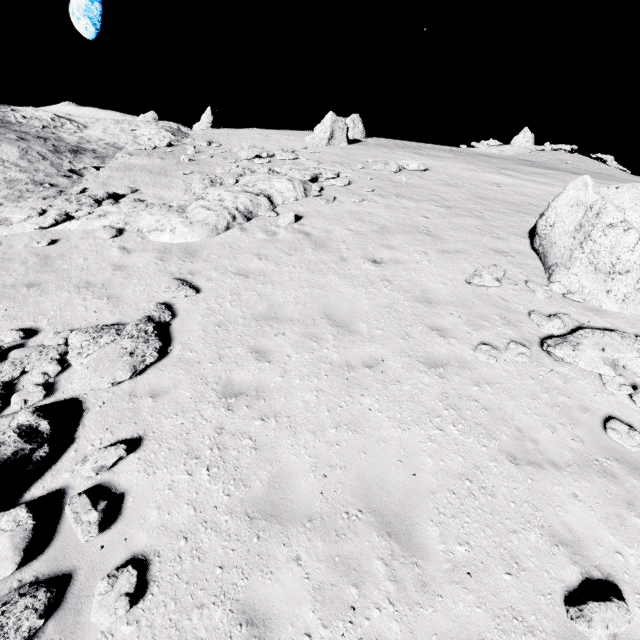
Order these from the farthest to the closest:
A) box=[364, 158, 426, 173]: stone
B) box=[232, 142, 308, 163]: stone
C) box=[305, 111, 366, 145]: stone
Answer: box=[305, 111, 366, 145]: stone
box=[232, 142, 308, 163]: stone
box=[364, 158, 426, 173]: stone

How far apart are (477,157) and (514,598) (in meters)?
28.83

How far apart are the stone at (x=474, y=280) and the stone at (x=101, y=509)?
9.1 meters

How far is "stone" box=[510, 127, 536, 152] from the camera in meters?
45.8 m

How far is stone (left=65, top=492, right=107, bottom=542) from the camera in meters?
4.3 m

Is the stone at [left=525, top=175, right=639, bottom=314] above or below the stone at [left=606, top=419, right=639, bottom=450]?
above

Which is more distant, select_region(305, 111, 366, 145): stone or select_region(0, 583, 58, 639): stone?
select_region(305, 111, 366, 145): stone

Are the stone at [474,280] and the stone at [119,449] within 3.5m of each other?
no
